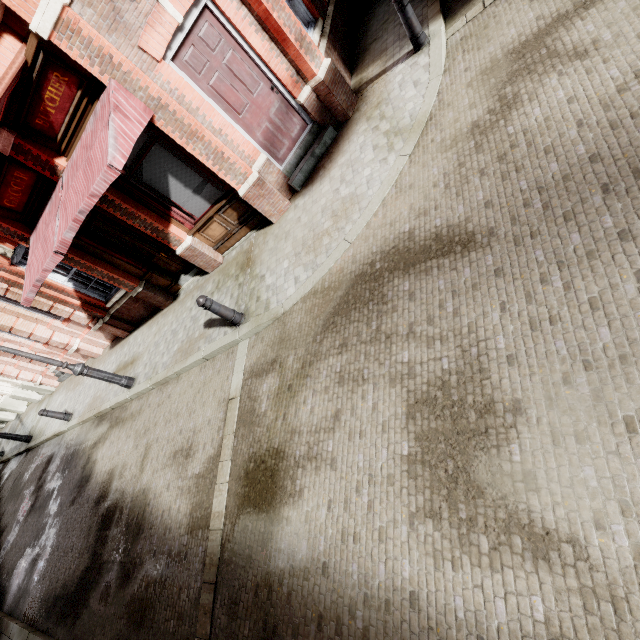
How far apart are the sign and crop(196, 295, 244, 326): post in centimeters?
259cm

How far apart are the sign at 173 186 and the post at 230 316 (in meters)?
2.59

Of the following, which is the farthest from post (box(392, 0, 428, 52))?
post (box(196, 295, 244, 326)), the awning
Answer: post (box(196, 295, 244, 326))

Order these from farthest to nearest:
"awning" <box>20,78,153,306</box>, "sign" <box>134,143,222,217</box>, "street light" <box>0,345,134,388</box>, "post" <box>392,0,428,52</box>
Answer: "street light" <box>0,345,134,388</box>
"sign" <box>134,143,222,217</box>
"post" <box>392,0,428,52</box>
"awning" <box>20,78,153,306</box>

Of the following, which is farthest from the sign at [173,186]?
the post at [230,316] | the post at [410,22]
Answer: the post at [410,22]

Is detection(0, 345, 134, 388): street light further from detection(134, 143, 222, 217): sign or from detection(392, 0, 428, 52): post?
detection(392, 0, 428, 52): post

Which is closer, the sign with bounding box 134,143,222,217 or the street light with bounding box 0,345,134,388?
the sign with bounding box 134,143,222,217

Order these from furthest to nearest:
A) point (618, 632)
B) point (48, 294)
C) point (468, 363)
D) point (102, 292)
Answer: point (102, 292)
point (48, 294)
point (468, 363)
point (618, 632)
